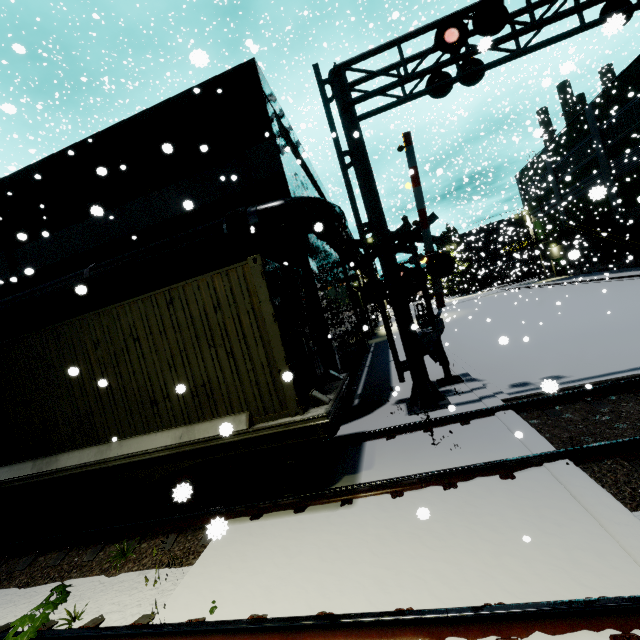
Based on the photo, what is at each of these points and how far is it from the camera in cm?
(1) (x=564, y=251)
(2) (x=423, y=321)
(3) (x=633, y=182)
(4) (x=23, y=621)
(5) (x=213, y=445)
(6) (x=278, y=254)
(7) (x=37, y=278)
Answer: (1) building, 3825
(2) forklift, 2706
(3) building, 2623
(4) tree, 363
(5) flatcar, 525
(6) building, 979
(7) building, 1194

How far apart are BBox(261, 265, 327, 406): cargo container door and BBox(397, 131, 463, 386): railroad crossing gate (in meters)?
3.08

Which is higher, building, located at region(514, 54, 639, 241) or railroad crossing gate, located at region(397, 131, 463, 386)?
building, located at region(514, 54, 639, 241)

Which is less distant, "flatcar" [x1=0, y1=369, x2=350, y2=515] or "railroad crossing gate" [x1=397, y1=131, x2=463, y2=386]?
"flatcar" [x1=0, y1=369, x2=350, y2=515]

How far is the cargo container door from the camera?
5.4m

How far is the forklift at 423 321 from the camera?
26.9 meters

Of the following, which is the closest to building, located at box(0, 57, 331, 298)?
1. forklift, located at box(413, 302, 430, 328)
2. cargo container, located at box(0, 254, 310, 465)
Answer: cargo container, located at box(0, 254, 310, 465)

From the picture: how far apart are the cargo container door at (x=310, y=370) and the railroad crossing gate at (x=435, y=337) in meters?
3.1 m
